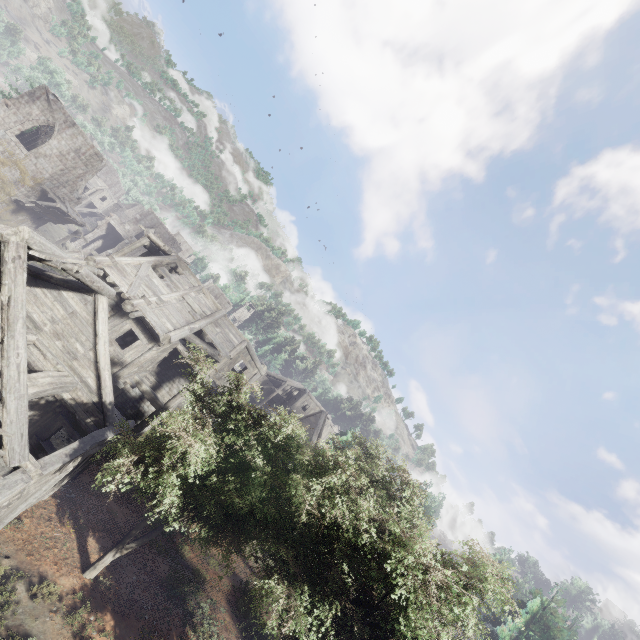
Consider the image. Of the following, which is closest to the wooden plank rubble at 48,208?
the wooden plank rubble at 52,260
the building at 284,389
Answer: the building at 284,389

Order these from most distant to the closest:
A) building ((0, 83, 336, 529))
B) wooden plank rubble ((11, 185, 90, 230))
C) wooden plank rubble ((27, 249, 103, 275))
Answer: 1. wooden plank rubble ((11, 185, 90, 230))
2. wooden plank rubble ((27, 249, 103, 275))
3. building ((0, 83, 336, 529))

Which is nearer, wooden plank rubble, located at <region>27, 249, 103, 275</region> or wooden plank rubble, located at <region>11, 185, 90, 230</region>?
wooden plank rubble, located at <region>27, 249, 103, 275</region>

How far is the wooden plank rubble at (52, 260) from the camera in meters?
8.0

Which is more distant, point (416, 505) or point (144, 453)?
point (416, 505)

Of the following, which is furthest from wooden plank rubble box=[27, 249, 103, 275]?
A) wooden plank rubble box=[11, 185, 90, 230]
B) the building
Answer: wooden plank rubble box=[11, 185, 90, 230]

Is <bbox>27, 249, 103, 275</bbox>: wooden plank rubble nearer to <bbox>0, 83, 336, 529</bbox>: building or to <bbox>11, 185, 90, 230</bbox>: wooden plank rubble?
<bbox>0, 83, 336, 529</bbox>: building
